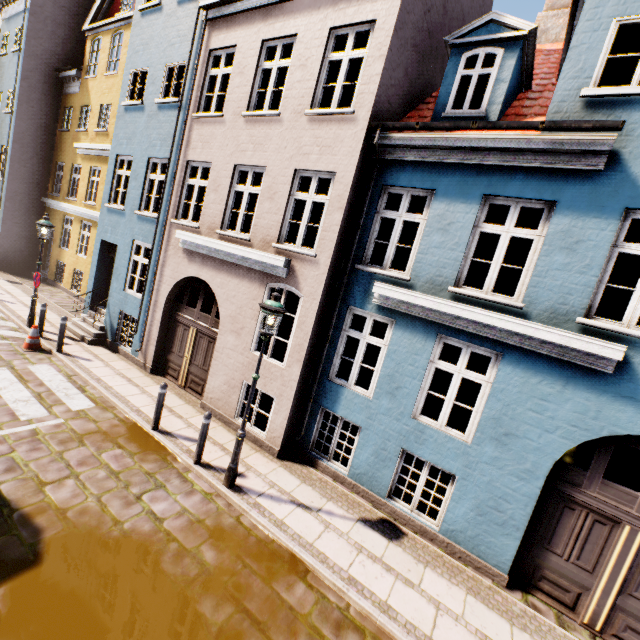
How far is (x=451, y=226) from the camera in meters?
6.1 m

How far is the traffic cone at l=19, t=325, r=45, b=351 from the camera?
9.5 meters

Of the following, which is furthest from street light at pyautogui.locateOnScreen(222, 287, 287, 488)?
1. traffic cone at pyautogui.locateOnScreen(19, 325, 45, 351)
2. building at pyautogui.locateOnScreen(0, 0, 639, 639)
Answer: traffic cone at pyautogui.locateOnScreen(19, 325, 45, 351)

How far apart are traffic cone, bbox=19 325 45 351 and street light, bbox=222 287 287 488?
7.8m

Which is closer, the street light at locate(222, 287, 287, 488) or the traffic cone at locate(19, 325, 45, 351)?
the street light at locate(222, 287, 287, 488)

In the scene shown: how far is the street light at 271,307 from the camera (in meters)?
5.52

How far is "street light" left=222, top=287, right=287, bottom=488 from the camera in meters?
5.5 m

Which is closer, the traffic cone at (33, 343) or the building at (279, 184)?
the building at (279, 184)
